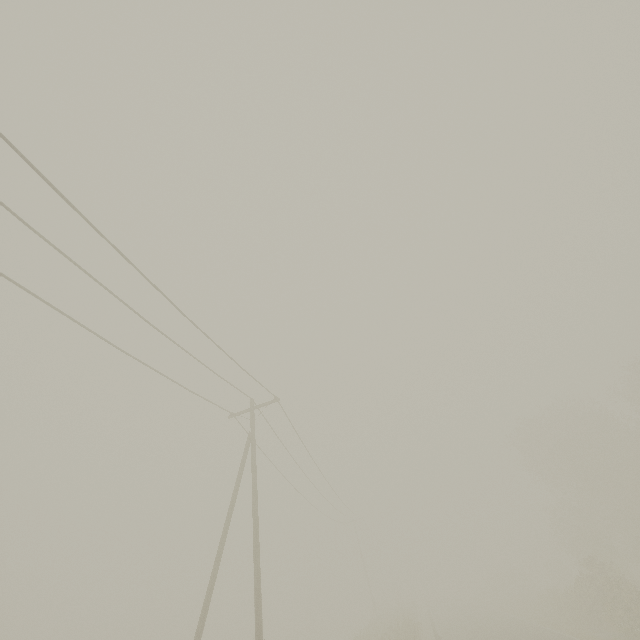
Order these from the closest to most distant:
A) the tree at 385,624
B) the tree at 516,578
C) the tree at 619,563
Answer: the tree at 619,563
the tree at 385,624
the tree at 516,578

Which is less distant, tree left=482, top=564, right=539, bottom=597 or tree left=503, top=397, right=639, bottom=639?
tree left=503, top=397, right=639, bottom=639

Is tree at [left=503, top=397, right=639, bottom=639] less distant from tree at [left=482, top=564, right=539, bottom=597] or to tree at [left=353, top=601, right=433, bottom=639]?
tree at [left=482, top=564, right=539, bottom=597]

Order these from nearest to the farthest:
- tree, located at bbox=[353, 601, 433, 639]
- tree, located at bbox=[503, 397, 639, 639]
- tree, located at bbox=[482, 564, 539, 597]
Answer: tree, located at bbox=[503, 397, 639, 639] → tree, located at bbox=[353, 601, 433, 639] → tree, located at bbox=[482, 564, 539, 597]

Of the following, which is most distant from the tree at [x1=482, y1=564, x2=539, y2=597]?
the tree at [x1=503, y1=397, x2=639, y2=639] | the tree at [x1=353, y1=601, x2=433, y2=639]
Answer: the tree at [x1=353, y1=601, x2=433, y2=639]

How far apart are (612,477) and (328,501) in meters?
28.2 m

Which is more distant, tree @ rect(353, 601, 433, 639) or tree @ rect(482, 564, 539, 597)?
tree @ rect(482, 564, 539, 597)

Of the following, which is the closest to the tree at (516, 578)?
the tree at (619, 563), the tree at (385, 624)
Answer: the tree at (619, 563)
